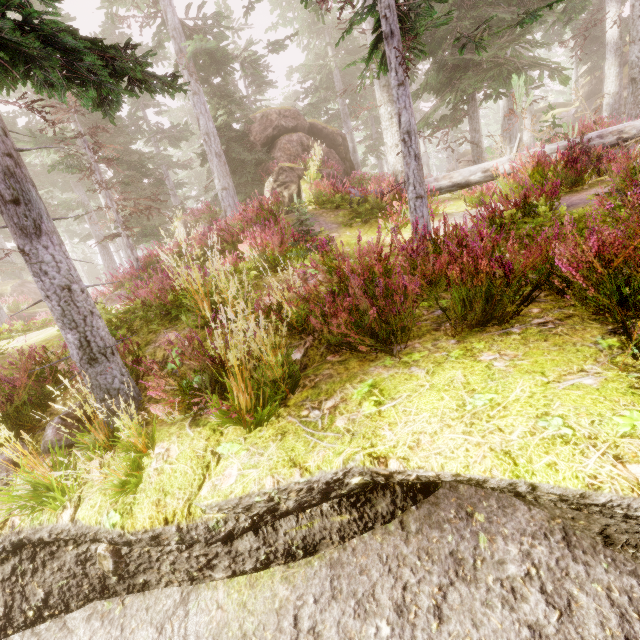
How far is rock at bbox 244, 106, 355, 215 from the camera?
13.04m

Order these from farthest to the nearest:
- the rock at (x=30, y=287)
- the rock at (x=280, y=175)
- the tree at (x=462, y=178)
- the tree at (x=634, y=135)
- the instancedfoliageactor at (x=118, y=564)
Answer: the rock at (x=30, y=287) → the rock at (x=280, y=175) → the tree at (x=462, y=178) → the tree at (x=634, y=135) → the instancedfoliageactor at (x=118, y=564)

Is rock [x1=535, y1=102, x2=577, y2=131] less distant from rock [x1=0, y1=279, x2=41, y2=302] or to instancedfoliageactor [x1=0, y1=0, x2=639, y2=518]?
instancedfoliageactor [x1=0, y1=0, x2=639, y2=518]

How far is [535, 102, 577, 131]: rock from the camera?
31.3m

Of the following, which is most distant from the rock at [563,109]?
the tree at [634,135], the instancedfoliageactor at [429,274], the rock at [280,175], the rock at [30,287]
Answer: the rock at [30,287]

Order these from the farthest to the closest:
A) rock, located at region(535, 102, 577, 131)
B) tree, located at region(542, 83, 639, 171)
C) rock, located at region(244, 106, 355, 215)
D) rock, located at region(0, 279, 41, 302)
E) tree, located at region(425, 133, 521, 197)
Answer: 1. rock, located at region(535, 102, 577, 131)
2. rock, located at region(0, 279, 41, 302)
3. rock, located at region(244, 106, 355, 215)
4. tree, located at region(425, 133, 521, 197)
5. tree, located at region(542, 83, 639, 171)

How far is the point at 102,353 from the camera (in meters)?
3.32

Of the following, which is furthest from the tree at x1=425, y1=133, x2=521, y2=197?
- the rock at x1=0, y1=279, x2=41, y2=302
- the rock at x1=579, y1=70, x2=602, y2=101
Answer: the rock at x1=579, y1=70, x2=602, y2=101
